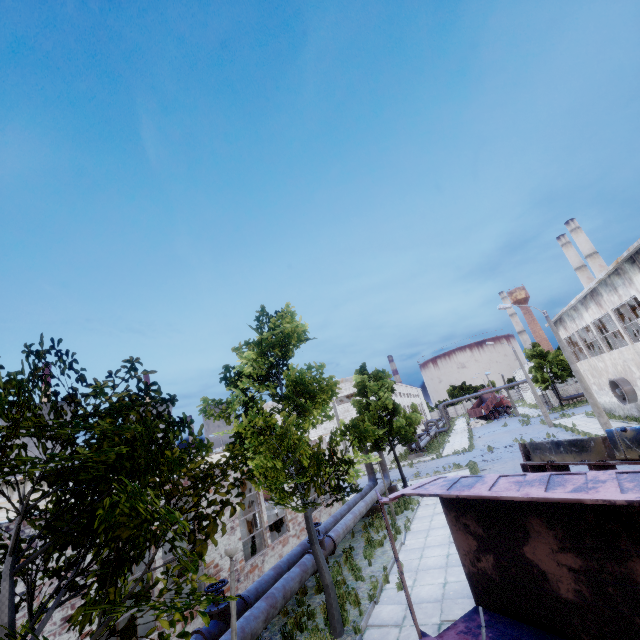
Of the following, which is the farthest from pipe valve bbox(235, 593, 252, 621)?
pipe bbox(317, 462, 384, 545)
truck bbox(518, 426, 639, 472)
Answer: truck bbox(518, 426, 639, 472)

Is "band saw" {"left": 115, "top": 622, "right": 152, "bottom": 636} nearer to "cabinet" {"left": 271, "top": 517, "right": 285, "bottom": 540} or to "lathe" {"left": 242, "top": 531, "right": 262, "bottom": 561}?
"lathe" {"left": 242, "top": 531, "right": 262, "bottom": 561}

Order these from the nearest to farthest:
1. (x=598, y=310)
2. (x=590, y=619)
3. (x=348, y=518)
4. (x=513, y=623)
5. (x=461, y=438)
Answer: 1. (x=590, y=619)
2. (x=513, y=623)
3. (x=348, y=518)
4. (x=598, y=310)
5. (x=461, y=438)

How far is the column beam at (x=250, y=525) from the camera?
18.0 meters

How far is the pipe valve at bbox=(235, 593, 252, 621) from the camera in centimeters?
897cm

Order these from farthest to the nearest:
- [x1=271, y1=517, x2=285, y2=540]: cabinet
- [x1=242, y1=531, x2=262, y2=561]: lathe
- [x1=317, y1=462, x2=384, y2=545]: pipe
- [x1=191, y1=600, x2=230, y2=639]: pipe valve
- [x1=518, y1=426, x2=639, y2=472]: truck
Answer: [x1=271, y1=517, x2=285, y2=540]: cabinet → [x1=242, y1=531, x2=262, y2=561]: lathe → [x1=317, y1=462, x2=384, y2=545]: pipe → [x1=518, y1=426, x2=639, y2=472]: truck → [x1=191, y1=600, x2=230, y2=639]: pipe valve

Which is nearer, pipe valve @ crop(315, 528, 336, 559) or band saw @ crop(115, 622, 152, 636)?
band saw @ crop(115, 622, 152, 636)

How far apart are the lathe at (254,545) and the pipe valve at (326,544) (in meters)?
3.79
